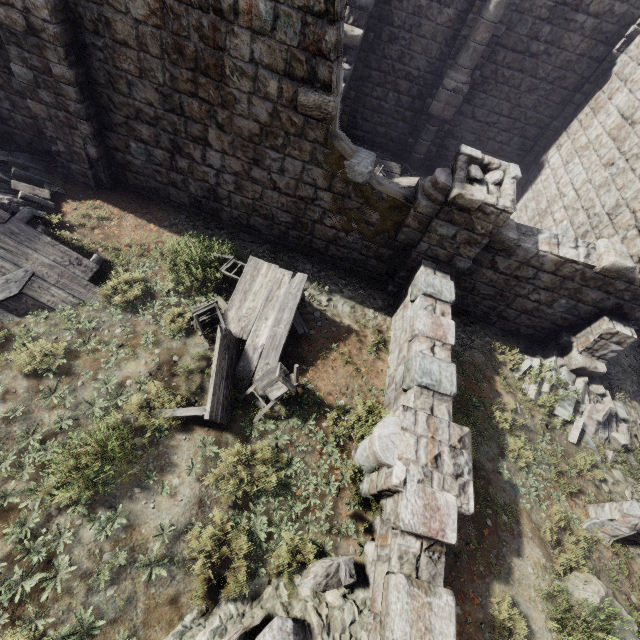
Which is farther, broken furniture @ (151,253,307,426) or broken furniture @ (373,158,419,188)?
broken furniture @ (373,158,419,188)

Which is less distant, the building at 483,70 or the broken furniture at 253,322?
the building at 483,70

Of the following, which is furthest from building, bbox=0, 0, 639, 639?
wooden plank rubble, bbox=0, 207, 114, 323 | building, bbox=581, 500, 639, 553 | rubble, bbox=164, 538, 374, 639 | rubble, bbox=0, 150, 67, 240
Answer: building, bbox=581, 500, 639, 553

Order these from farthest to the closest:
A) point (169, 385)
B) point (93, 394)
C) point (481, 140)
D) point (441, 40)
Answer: point (481, 140) < point (441, 40) < point (169, 385) < point (93, 394)

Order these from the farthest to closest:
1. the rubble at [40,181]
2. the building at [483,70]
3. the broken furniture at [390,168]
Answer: the broken furniture at [390,168], the rubble at [40,181], the building at [483,70]

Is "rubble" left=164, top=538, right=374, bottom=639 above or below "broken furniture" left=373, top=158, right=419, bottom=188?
above

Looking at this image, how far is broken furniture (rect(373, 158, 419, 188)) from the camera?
12.36m

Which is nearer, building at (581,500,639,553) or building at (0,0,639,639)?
building at (0,0,639,639)
